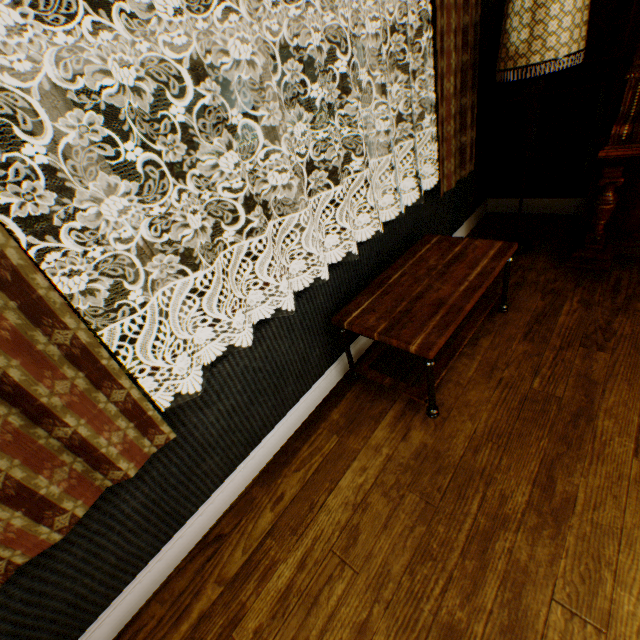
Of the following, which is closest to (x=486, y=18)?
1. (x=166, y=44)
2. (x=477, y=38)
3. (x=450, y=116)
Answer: (x=477, y=38)

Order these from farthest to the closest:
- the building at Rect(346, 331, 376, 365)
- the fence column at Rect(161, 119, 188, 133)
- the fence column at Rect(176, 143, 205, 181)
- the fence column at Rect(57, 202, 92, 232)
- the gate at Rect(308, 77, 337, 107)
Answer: the gate at Rect(308, 77, 337, 107)
the fence column at Rect(176, 143, 205, 181)
the fence column at Rect(161, 119, 188, 133)
the fence column at Rect(57, 202, 92, 232)
the building at Rect(346, 331, 376, 365)

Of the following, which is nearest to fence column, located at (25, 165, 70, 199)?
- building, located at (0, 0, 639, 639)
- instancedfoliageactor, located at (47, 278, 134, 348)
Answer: instancedfoliageactor, located at (47, 278, 134, 348)

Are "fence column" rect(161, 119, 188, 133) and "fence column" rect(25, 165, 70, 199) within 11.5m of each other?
yes

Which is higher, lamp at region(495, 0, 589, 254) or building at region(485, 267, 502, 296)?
lamp at region(495, 0, 589, 254)

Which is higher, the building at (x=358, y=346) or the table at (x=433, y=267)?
the table at (x=433, y=267)

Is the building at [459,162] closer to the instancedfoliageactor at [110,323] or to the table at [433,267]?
the table at [433,267]

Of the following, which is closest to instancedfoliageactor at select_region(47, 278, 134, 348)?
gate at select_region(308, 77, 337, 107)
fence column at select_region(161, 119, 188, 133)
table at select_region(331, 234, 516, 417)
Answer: table at select_region(331, 234, 516, 417)
